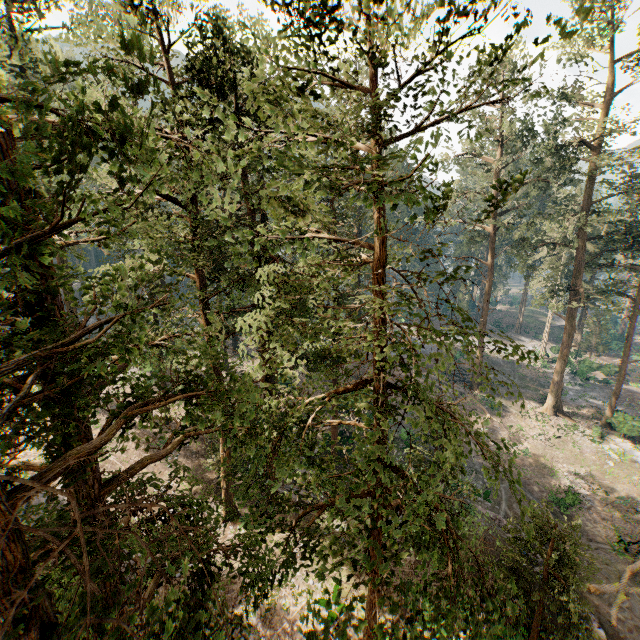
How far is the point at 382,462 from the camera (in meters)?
6.39
